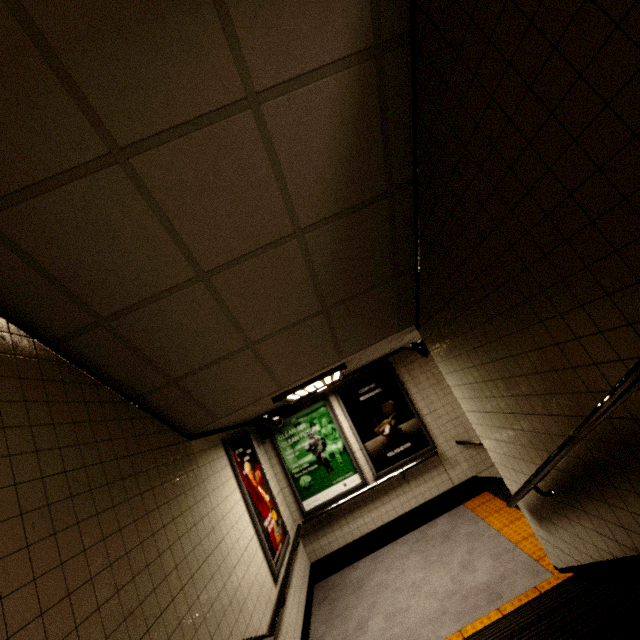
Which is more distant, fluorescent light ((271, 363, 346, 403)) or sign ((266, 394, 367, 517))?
sign ((266, 394, 367, 517))

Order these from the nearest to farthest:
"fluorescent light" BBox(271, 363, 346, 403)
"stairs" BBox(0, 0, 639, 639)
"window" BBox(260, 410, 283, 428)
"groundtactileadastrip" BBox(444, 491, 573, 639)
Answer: "stairs" BBox(0, 0, 639, 639), "groundtactileadastrip" BBox(444, 491, 573, 639), "fluorescent light" BBox(271, 363, 346, 403), "window" BBox(260, 410, 283, 428)

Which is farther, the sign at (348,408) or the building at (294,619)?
the sign at (348,408)

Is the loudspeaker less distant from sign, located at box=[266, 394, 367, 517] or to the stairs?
the stairs

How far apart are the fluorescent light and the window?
0.4 meters

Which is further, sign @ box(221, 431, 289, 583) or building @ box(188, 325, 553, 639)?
sign @ box(221, 431, 289, 583)

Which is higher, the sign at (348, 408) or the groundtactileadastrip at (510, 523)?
the sign at (348, 408)

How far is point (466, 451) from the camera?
6.0m
